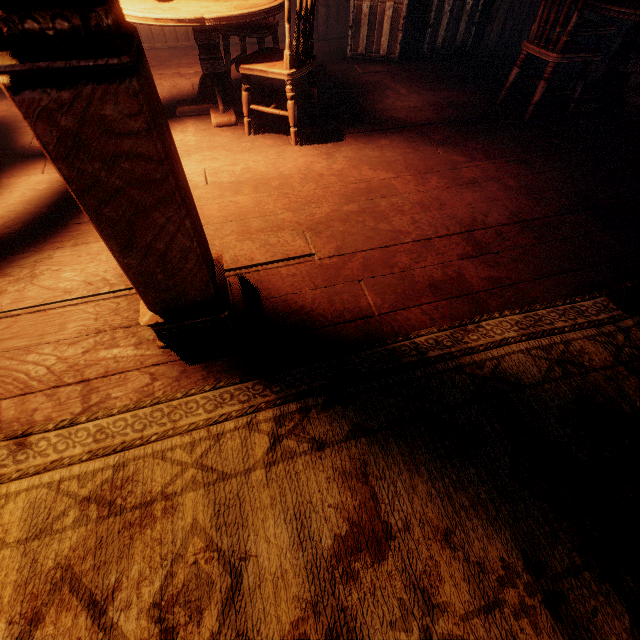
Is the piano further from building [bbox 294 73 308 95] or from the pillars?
the pillars

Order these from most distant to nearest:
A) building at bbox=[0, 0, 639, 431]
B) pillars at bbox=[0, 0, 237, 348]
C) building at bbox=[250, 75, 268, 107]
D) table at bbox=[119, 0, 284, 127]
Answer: building at bbox=[250, 75, 268, 107], table at bbox=[119, 0, 284, 127], building at bbox=[0, 0, 639, 431], pillars at bbox=[0, 0, 237, 348]

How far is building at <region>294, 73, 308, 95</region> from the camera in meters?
3.5 m

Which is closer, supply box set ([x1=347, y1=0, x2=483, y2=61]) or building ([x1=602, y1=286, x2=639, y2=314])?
building ([x1=602, y1=286, x2=639, y2=314])

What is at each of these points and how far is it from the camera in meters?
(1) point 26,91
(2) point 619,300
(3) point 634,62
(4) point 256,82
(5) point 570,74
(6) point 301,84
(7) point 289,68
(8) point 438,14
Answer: (1) pillars, 0.7
(2) building, 1.7
(3) table, 3.0
(4) building, 3.7
(5) building, 4.0
(6) building, 3.7
(7) chair, 2.4
(8) supply box set, 4.0

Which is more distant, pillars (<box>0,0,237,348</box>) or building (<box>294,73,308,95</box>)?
building (<box>294,73,308,95</box>)

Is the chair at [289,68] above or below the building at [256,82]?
above

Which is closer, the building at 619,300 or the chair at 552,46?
the building at 619,300
